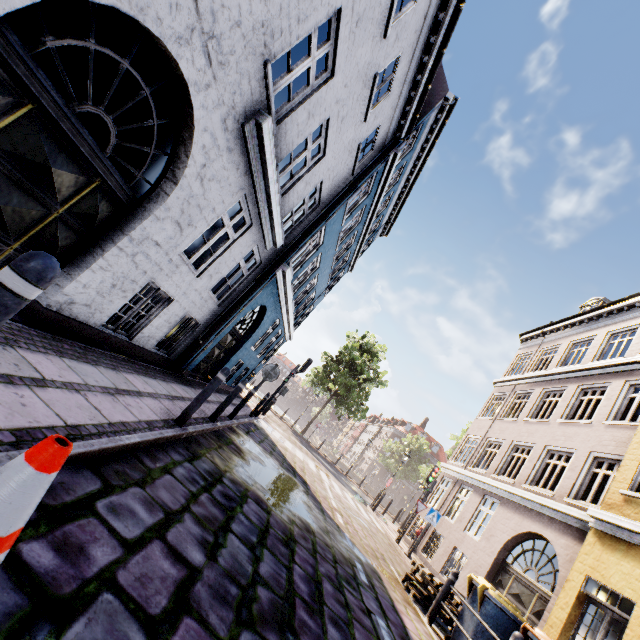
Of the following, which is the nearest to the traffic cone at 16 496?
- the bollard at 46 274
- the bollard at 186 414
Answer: the bollard at 46 274

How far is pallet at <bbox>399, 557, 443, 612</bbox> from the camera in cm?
717

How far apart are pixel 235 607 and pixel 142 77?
13.0 meters

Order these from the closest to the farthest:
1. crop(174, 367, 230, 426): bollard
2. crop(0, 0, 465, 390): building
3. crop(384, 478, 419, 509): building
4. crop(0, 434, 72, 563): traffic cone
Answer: crop(0, 434, 72, 563): traffic cone → crop(0, 0, 465, 390): building → crop(174, 367, 230, 426): bollard → crop(384, 478, 419, 509): building

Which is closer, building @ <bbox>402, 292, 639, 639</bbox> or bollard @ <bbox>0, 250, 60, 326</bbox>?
bollard @ <bbox>0, 250, 60, 326</bbox>

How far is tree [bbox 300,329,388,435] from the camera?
27.5 meters

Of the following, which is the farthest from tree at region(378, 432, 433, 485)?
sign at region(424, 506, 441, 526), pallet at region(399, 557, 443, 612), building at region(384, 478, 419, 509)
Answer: pallet at region(399, 557, 443, 612)

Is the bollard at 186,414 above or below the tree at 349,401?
below
